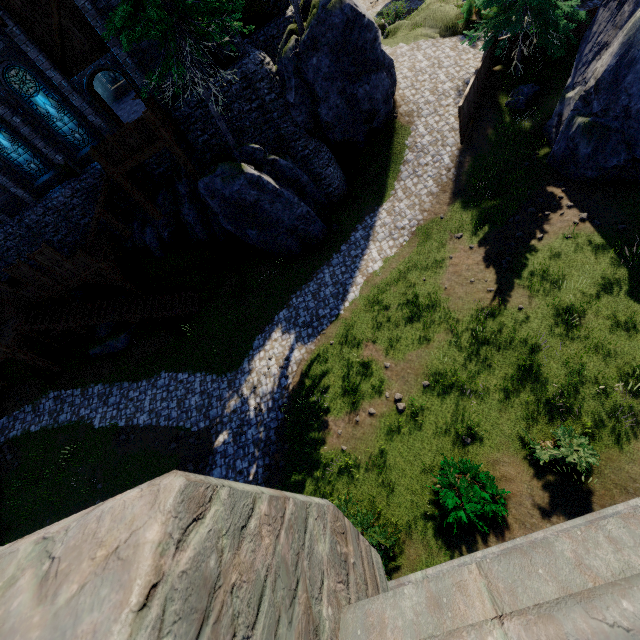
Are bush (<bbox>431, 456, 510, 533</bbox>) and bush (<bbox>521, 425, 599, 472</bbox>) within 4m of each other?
yes

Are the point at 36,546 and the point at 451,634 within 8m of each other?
yes

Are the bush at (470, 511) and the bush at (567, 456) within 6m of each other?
yes

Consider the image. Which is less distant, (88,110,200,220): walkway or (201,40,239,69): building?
(88,110,200,220): walkway

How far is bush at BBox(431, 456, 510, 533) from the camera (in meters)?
9.27

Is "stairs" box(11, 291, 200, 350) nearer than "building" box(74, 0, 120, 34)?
No

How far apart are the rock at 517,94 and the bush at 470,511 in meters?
18.5

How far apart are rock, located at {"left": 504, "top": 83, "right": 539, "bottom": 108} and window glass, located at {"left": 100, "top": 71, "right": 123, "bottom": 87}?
26.3m
